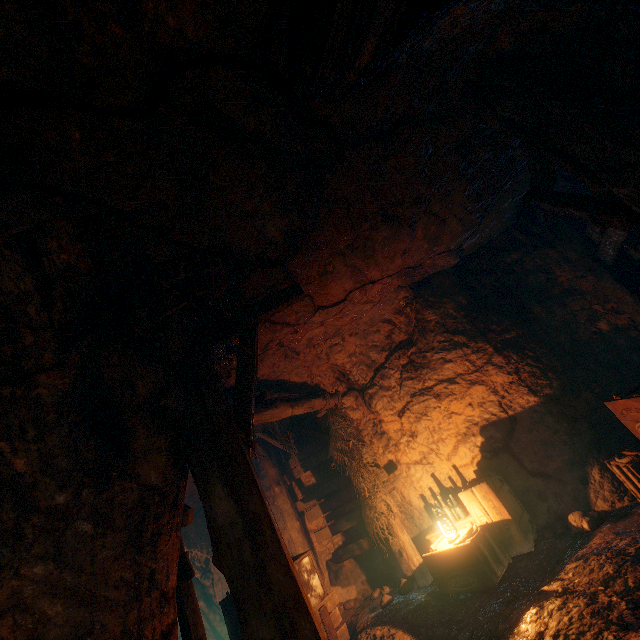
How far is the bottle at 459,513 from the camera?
5.8m

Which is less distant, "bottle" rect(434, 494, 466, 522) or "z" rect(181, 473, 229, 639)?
"bottle" rect(434, 494, 466, 522)

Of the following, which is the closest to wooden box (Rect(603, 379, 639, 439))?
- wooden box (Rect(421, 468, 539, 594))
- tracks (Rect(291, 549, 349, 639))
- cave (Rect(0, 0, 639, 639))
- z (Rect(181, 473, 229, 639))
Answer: cave (Rect(0, 0, 639, 639))

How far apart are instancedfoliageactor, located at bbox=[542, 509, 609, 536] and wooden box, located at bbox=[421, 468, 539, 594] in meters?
0.6 m

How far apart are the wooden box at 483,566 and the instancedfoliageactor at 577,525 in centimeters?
63cm

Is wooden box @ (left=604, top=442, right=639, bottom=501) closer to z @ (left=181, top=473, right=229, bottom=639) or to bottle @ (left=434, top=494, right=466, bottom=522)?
bottle @ (left=434, top=494, right=466, bottom=522)

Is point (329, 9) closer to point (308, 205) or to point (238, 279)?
point (308, 205)
